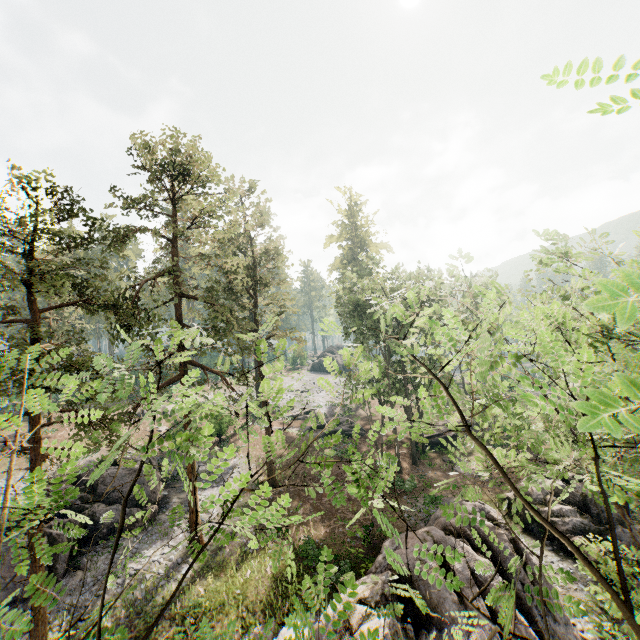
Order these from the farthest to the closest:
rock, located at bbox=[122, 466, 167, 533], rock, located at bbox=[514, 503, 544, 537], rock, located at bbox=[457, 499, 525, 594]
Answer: rock, located at bbox=[122, 466, 167, 533], rock, located at bbox=[514, 503, 544, 537], rock, located at bbox=[457, 499, 525, 594]

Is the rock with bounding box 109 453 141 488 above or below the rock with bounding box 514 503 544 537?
above

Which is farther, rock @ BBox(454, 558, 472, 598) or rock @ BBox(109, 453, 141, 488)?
rock @ BBox(109, 453, 141, 488)

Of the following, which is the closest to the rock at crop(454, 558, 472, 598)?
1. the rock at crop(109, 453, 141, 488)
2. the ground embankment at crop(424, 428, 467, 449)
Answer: the ground embankment at crop(424, 428, 467, 449)

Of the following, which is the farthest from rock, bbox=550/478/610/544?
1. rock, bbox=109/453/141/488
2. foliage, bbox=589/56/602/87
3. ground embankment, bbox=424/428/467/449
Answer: rock, bbox=109/453/141/488

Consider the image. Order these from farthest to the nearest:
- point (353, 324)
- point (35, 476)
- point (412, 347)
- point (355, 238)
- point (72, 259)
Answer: point (355, 238)
point (72, 259)
point (353, 324)
point (412, 347)
point (35, 476)

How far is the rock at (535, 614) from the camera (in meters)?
13.89

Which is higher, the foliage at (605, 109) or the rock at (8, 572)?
the foliage at (605, 109)
